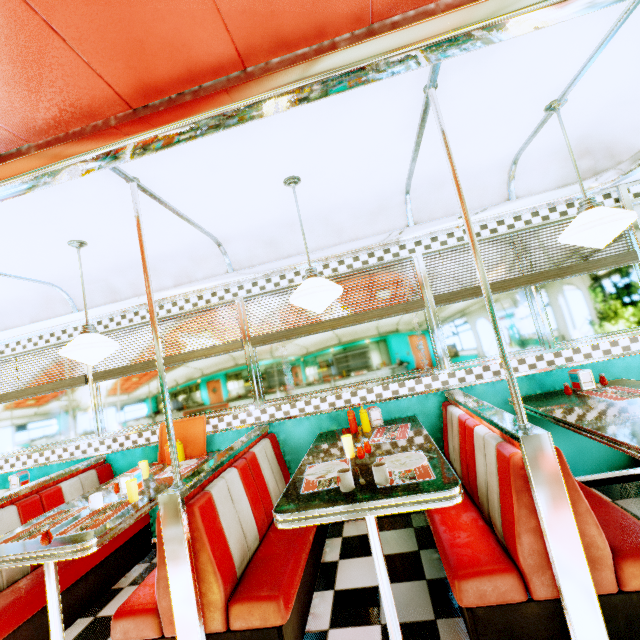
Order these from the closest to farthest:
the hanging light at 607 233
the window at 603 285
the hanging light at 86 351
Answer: the hanging light at 607 233 → the hanging light at 86 351 → the window at 603 285

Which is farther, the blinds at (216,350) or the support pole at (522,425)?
the blinds at (216,350)

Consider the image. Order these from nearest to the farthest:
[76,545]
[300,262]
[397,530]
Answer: [76,545], [397,530], [300,262]

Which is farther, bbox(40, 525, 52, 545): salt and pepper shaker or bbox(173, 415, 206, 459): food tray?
bbox(173, 415, 206, 459): food tray

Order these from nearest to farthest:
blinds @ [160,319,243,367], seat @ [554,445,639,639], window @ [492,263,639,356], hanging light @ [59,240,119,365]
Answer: seat @ [554,445,639,639] < hanging light @ [59,240,119,365] < window @ [492,263,639,356] < blinds @ [160,319,243,367]

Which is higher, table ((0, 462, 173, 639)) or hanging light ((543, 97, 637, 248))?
hanging light ((543, 97, 637, 248))

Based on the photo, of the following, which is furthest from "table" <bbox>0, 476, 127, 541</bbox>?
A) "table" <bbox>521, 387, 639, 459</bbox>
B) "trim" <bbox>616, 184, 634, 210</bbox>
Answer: "trim" <bbox>616, 184, 634, 210</bbox>

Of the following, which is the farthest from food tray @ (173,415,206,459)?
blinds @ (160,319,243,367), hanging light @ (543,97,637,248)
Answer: hanging light @ (543,97,637,248)
